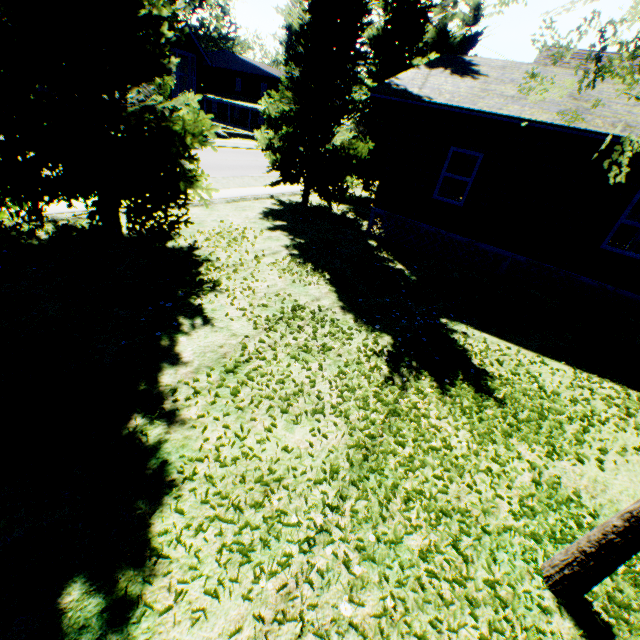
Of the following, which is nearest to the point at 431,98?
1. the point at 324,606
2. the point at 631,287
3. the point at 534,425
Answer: the point at 631,287

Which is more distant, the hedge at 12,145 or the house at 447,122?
the house at 447,122

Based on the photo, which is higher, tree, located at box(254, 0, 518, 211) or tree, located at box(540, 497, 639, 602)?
tree, located at box(254, 0, 518, 211)

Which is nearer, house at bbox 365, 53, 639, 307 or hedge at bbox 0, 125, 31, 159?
hedge at bbox 0, 125, 31, 159

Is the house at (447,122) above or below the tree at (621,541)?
above

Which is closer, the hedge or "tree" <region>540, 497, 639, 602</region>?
"tree" <region>540, 497, 639, 602</region>

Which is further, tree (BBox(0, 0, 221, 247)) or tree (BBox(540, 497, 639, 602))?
tree (BBox(0, 0, 221, 247))

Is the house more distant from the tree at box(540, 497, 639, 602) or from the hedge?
the hedge
